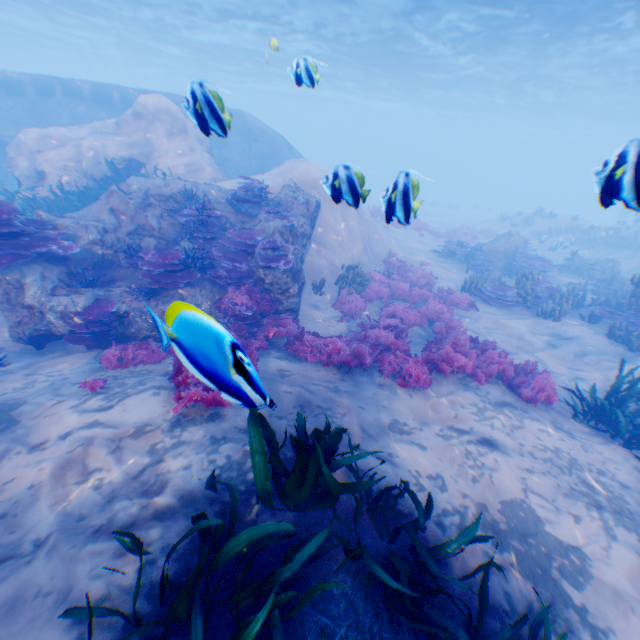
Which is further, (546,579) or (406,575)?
(546,579)

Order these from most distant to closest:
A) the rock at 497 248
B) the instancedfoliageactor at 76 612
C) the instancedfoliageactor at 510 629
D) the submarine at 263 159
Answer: the rock at 497 248
the submarine at 263 159
the instancedfoliageactor at 510 629
the instancedfoliageactor at 76 612

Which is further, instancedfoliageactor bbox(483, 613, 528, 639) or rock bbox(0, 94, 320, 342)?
rock bbox(0, 94, 320, 342)

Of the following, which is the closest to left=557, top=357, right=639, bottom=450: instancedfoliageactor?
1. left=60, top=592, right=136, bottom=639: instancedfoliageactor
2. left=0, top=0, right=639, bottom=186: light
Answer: left=60, top=592, right=136, bottom=639: instancedfoliageactor

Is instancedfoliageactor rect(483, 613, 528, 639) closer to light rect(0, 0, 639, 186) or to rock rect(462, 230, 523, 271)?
light rect(0, 0, 639, 186)

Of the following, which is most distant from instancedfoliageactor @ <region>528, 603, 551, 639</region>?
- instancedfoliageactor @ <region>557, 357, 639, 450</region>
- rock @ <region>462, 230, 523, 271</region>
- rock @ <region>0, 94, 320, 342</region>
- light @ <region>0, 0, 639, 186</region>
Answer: rock @ <region>462, 230, 523, 271</region>

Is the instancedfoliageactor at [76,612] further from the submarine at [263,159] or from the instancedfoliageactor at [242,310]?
the submarine at [263,159]
